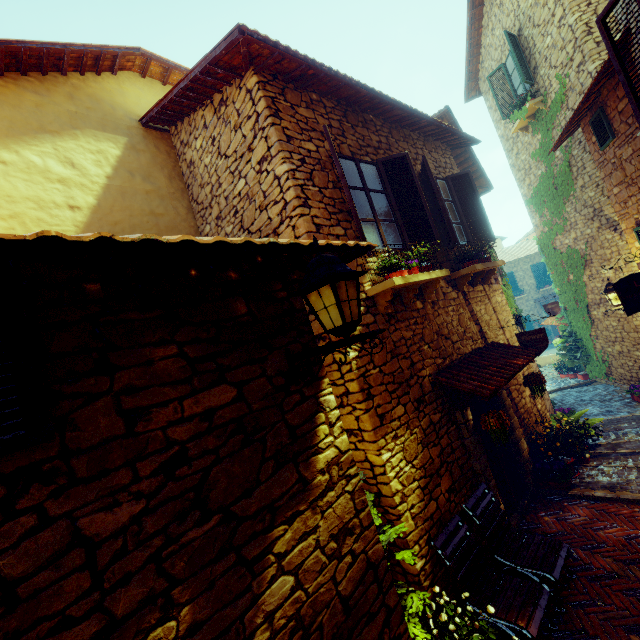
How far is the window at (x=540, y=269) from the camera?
25.7 meters

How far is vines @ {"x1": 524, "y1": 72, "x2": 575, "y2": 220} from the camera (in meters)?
8.98

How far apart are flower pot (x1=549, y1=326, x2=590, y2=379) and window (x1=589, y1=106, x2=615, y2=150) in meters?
7.4 m

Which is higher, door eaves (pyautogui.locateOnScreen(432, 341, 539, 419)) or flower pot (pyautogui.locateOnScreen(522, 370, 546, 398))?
door eaves (pyautogui.locateOnScreen(432, 341, 539, 419))

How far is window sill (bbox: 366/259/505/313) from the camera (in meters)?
4.16

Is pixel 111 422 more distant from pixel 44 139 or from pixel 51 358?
pixel 44 139

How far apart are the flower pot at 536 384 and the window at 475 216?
2.7 meters

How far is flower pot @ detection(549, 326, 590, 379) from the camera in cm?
1179
